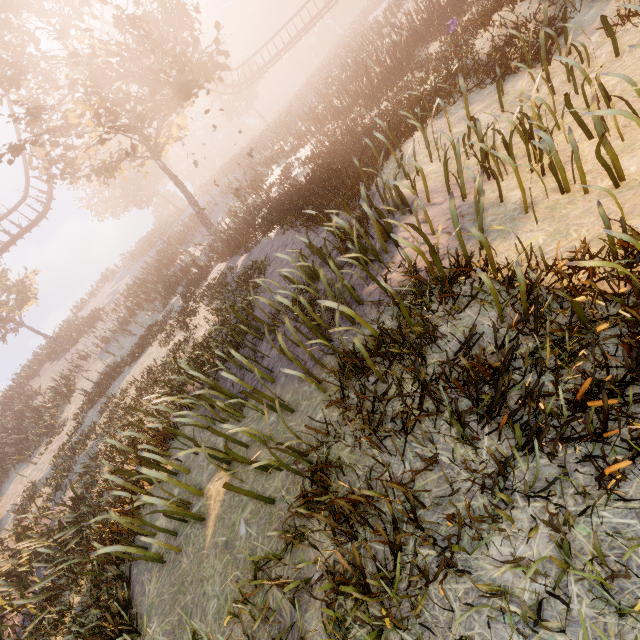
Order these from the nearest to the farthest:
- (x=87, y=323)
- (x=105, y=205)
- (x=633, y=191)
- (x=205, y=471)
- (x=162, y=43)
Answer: (x=633, y=191)
(x=205, y=471)
(x=162, y=43)
(x=87, y=323)
(x=105, y=205)

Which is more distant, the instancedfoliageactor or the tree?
the tree

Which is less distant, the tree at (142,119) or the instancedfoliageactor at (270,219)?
the instancedfoliageactor at (270,219)
